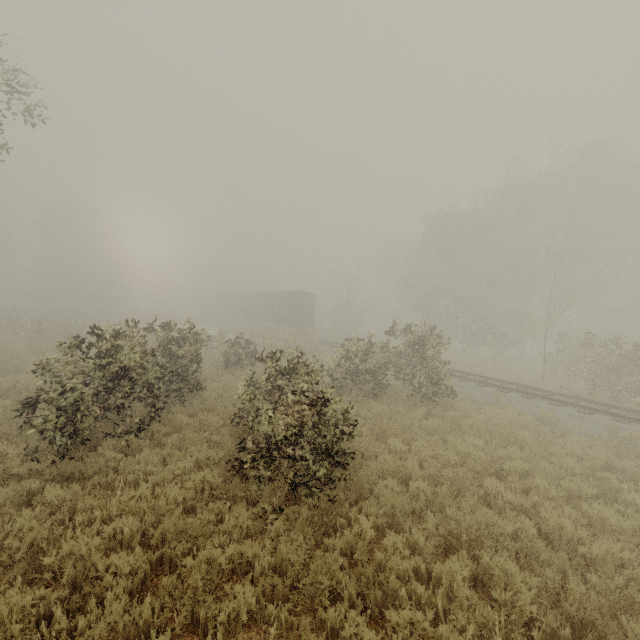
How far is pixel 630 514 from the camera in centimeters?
651cm

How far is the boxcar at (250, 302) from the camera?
34.2 meters

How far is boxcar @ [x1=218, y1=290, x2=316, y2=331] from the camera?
34.25m
